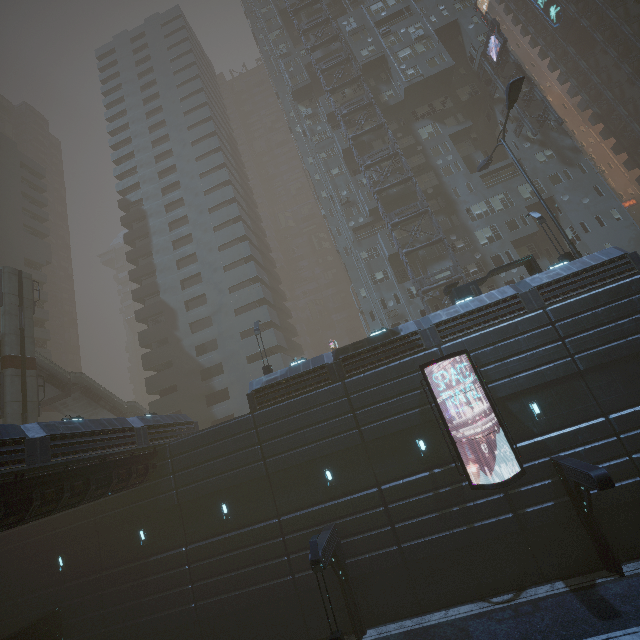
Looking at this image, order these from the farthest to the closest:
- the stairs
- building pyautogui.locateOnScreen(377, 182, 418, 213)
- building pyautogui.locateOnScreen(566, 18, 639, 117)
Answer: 1. building pyautogui.locateOnScreen(566, 18, 639, 117)
2. building pyautogui.locateOnScreen(377, 182, 418, 213)
3. the stairs

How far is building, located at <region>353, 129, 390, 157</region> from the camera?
37.50m

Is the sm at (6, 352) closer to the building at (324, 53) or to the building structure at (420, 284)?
the building at (324, 53)

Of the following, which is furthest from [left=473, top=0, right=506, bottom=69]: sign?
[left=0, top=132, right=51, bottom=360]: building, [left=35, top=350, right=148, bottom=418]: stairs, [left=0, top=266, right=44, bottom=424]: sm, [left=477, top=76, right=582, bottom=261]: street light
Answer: [left=0, top=132, right=51, bottom=360]: building

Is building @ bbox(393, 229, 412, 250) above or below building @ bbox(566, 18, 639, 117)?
below

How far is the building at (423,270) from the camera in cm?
3247

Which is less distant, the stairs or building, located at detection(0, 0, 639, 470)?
A: building, located at detection(0, 0, 639, 470)

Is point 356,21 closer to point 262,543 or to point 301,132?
point 301,132
